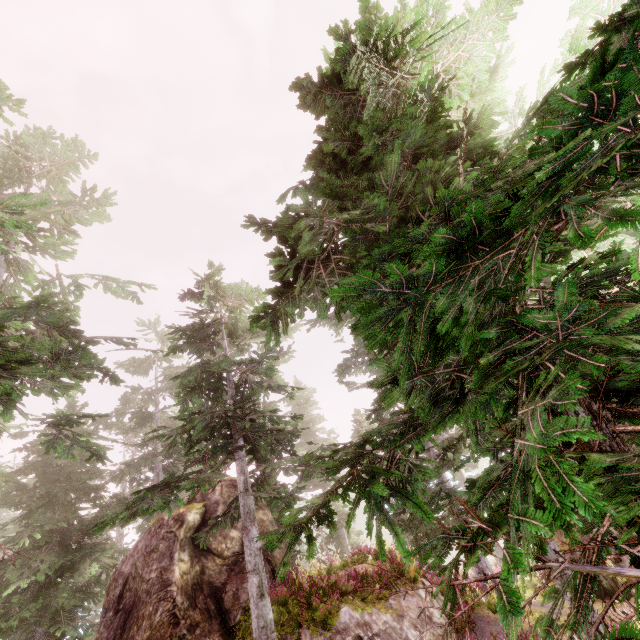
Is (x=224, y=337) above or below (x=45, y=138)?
below

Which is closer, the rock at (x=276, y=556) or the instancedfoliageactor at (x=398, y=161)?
the instancedfoliageactor at (x=398, y=161)

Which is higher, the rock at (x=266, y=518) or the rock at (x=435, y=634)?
the rock at (x=266, y=518)

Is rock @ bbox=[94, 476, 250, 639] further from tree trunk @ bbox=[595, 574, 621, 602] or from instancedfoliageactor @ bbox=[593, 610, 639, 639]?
tree trunk @ bbox=[595, 574, 621, 602]

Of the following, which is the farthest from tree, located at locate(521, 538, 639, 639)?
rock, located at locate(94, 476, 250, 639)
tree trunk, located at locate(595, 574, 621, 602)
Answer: tree trunk, located at locate(595, 574, 621, 602)

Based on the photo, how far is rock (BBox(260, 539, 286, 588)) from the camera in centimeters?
1187cm

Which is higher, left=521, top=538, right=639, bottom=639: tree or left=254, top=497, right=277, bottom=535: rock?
left=254, top=497, right=277, bottom=535: rock
